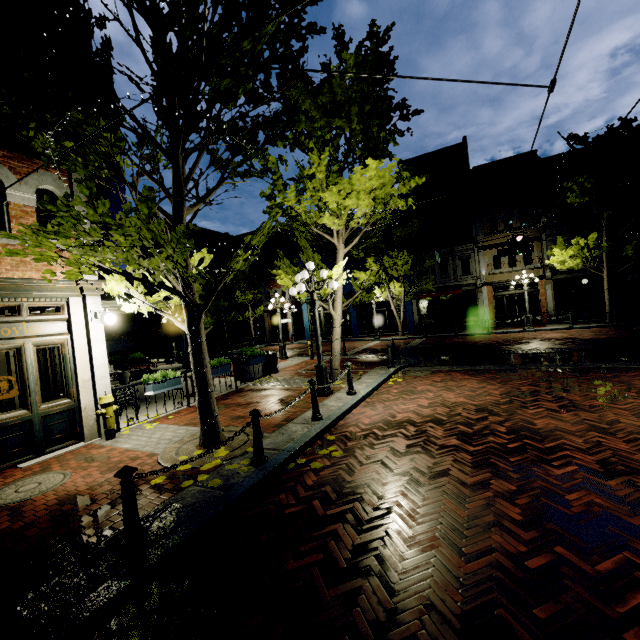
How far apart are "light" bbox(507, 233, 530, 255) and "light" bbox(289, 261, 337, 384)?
11.4m

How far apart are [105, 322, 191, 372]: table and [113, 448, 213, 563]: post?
9.0m

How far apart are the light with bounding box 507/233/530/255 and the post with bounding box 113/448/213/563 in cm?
1712

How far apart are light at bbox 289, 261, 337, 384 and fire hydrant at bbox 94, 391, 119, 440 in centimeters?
469cm

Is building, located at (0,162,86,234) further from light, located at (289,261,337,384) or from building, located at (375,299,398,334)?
building, located at (375,299,398,334)

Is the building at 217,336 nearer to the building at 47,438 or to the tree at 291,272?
the tree at 291,272

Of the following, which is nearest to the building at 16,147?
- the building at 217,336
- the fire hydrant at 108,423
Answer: the fire hydrant at 108,423

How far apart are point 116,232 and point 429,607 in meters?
5.2 m
